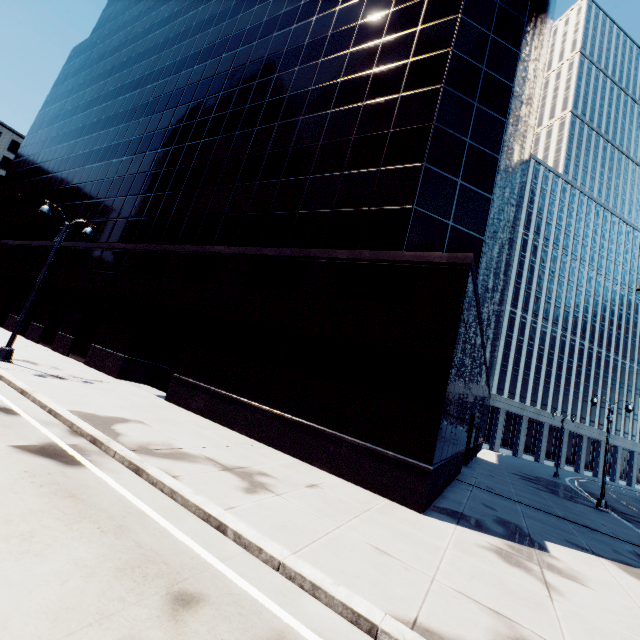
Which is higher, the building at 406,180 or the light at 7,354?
the building at 406,180

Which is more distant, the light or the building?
the light

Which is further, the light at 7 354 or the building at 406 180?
the light at 7 354

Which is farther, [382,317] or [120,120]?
[120,120]

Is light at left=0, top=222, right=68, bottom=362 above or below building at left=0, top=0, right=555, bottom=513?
below
